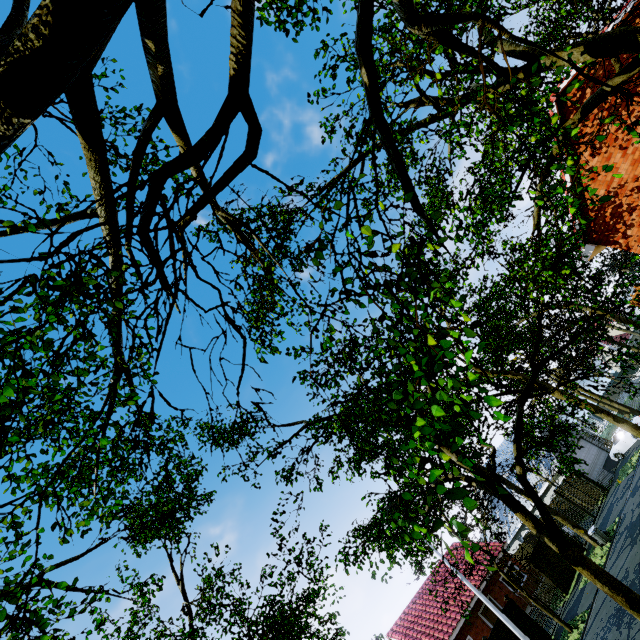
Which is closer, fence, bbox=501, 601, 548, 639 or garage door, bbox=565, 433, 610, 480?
fence, bbox=501, 601, 548, 639

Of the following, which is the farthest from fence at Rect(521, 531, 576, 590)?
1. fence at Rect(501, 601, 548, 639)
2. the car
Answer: fence at Rect(501, 601, 548, 639)

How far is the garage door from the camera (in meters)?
30.00

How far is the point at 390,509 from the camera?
11.7m

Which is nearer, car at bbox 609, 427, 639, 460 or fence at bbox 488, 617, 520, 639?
fence at bbox 488, 617, 520, 639

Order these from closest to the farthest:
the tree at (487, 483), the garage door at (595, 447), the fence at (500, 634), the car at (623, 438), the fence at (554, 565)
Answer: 1. the tree at (487, 483)
2. the fence at (500, 634)
3. the fence at (554, 565)
4. the car at (623, 438)
5. the garage door at (595, 447)

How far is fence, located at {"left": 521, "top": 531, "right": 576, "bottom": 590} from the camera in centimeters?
2073cm

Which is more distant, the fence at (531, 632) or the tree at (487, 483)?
the fence at (531, 632)
